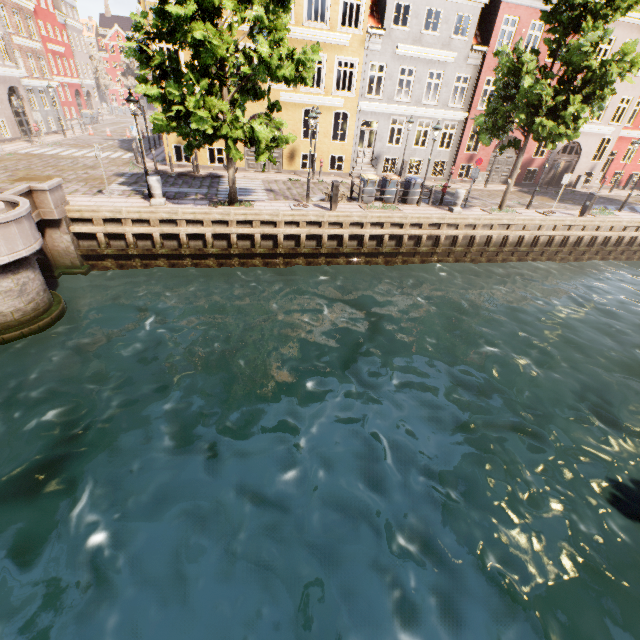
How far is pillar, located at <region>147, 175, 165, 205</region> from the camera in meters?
12.6 m

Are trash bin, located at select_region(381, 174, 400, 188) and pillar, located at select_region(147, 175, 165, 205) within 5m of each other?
no

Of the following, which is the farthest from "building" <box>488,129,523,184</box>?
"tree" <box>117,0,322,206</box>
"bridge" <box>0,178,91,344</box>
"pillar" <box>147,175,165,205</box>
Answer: "bridge" <box>0,178,91,344</box>

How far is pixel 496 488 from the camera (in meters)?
6.64

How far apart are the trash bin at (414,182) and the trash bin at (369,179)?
1.6m

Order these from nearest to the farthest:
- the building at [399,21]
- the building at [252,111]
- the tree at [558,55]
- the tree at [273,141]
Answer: the tree at [273,141] < the tree at [558,55] < the building at [399,21] < the building at [252,111]

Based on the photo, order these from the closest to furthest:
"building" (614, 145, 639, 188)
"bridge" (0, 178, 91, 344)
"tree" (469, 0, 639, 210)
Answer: "bridge" (0, 178, 91, 344)
"tree" (469, 0, 639, 210)
"building" (614, 145, 639, 188)

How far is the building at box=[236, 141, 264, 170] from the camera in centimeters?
2058cm
